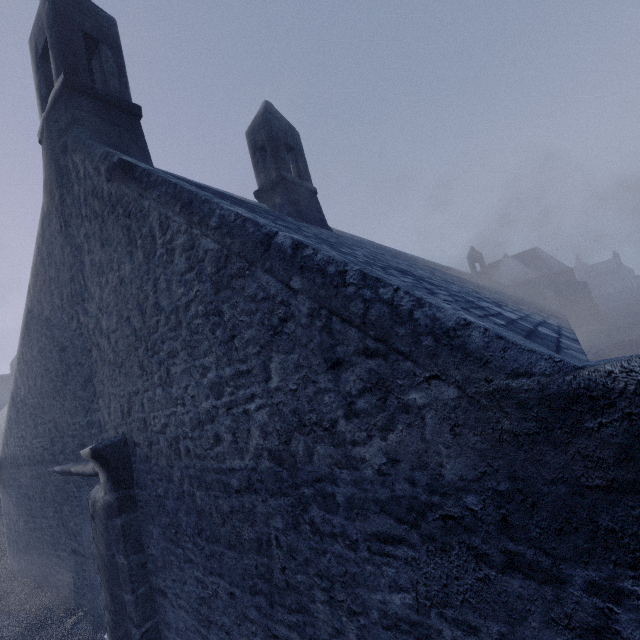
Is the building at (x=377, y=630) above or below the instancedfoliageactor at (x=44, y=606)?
above

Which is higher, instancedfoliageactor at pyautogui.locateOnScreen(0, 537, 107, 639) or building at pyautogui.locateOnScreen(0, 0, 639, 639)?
building at pyautogui.locateOnScreen(0, 0, 639, 639)

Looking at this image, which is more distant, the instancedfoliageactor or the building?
the instancedfoliageactor

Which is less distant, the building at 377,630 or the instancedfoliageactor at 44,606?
the building at 377,630

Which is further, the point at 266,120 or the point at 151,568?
the point at 266,120
